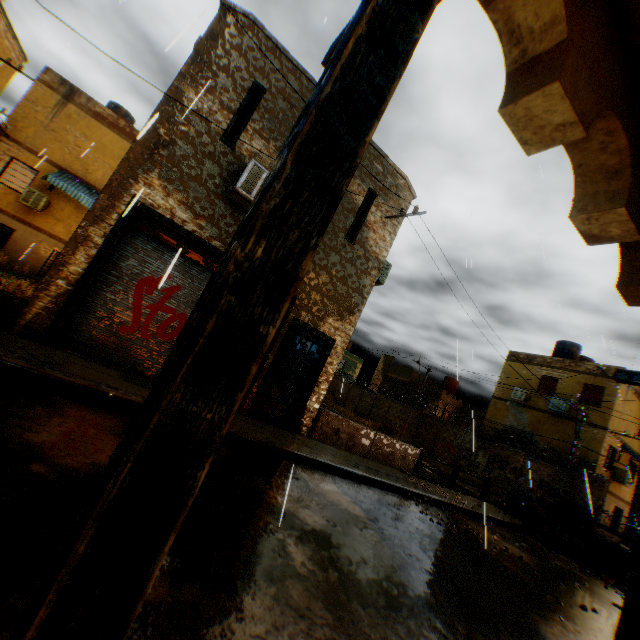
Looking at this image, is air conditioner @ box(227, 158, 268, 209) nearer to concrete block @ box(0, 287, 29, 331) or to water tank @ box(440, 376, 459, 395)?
concrete block @ box(0, 287, 29, 331)

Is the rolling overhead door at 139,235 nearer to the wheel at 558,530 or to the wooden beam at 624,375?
the wooden beam at 624,375

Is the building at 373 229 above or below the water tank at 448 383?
below

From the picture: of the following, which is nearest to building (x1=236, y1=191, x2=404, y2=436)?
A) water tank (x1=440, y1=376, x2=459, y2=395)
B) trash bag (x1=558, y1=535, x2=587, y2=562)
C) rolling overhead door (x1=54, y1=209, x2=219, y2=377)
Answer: rolling overhead door (x1=54, y1=209, x2=219, y2=377)

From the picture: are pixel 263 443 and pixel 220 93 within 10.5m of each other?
yes

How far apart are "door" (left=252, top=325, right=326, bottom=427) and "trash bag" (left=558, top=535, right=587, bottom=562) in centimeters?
1075cm

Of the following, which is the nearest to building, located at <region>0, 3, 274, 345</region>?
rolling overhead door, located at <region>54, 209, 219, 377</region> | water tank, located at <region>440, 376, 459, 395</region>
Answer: rolling overhead door, located at <region>54, 209, 219, 377</region>

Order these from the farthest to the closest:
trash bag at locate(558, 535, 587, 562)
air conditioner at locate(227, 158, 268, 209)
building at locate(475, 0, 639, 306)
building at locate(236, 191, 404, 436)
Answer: trash bag at locate(558, 535, 587, 562), building at locate(236, 191, 404, 436), air conditioner at locate(227, 158, 268, 209), building at locate(475, 0, 639, 306)
